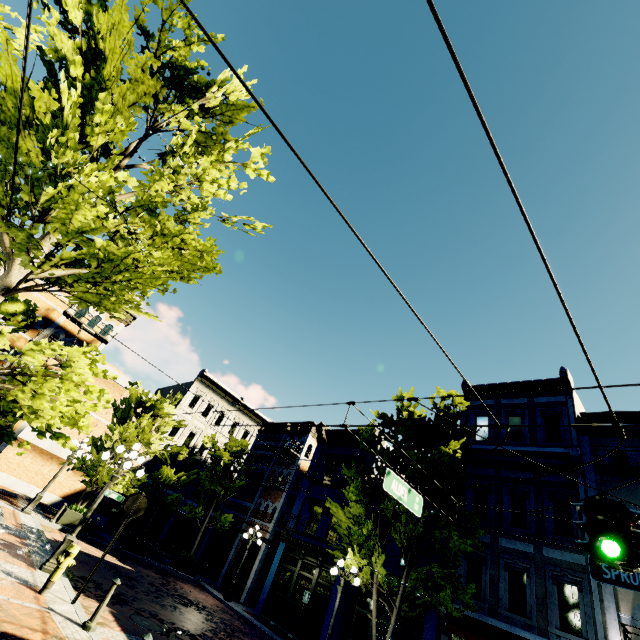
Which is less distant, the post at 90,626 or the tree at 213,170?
the tree at 213,170

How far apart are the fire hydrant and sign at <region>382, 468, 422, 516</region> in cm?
765

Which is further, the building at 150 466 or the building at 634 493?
the building at 150 466

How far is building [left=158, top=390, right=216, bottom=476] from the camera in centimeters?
2877cm

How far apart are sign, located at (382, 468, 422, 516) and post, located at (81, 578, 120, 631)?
6.2 meters

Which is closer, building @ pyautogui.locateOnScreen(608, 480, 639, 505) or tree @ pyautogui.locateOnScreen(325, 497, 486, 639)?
tree @ pyautogui.locateOnScreen(325, 497, 486, 639)

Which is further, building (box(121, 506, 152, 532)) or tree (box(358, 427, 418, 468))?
building (box(121, 506, 152, 532))

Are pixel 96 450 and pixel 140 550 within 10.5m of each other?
yes
